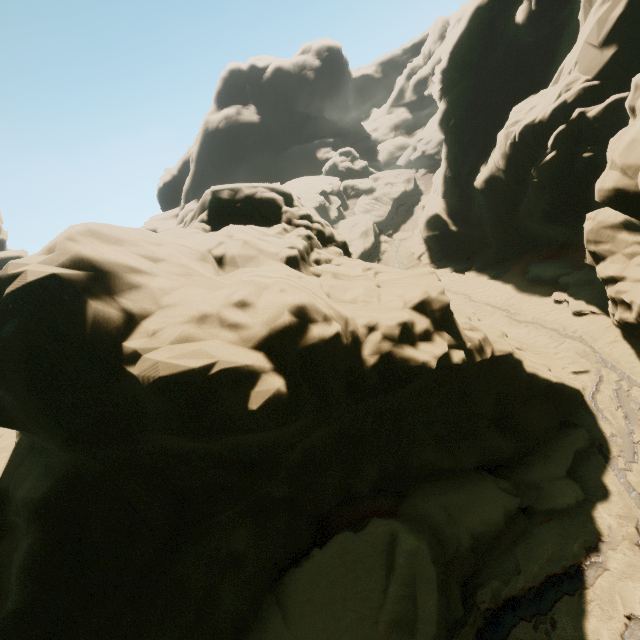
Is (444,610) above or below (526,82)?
below

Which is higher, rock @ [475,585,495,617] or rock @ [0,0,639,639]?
rock @ [0,0,639,639]

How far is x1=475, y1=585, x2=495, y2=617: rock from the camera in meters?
7.7

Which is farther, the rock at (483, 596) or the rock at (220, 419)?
the rock at (483, 596)

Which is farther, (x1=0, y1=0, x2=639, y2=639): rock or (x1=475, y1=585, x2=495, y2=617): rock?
(x1=475, y1=585, x2=495, y2=617): rock

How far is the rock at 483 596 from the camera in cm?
767
